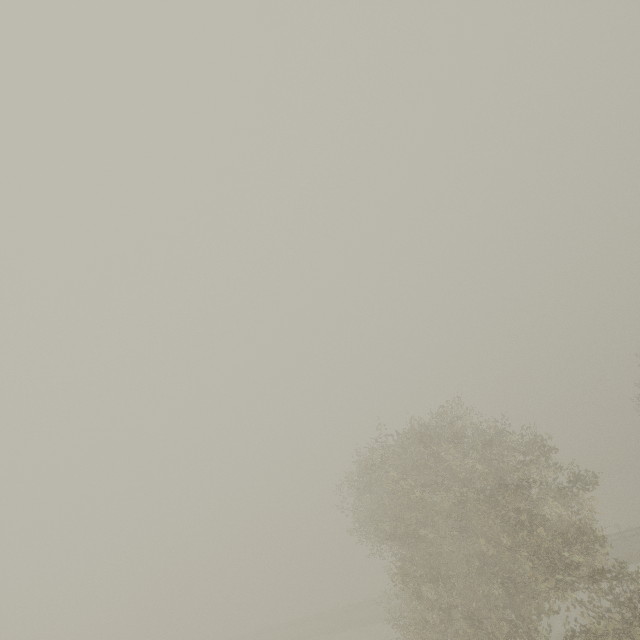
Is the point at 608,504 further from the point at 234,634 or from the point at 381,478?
the point at 234,634
